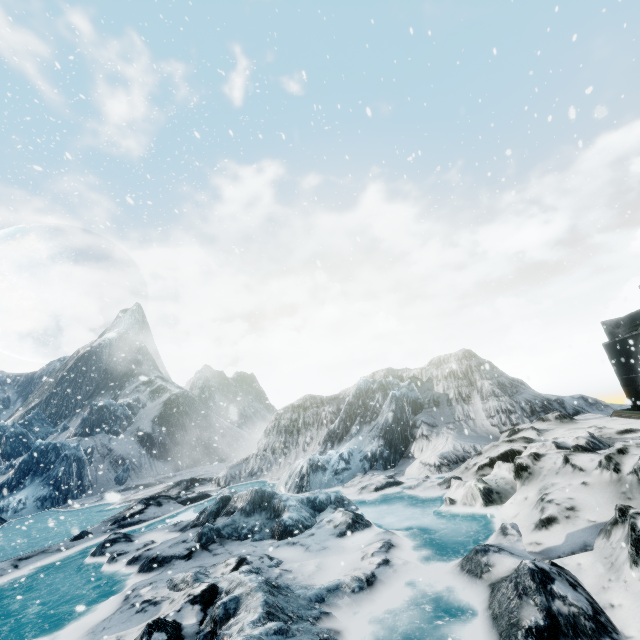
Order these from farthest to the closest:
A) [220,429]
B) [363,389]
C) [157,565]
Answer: [220,429] → [363,389] → [157,565]
